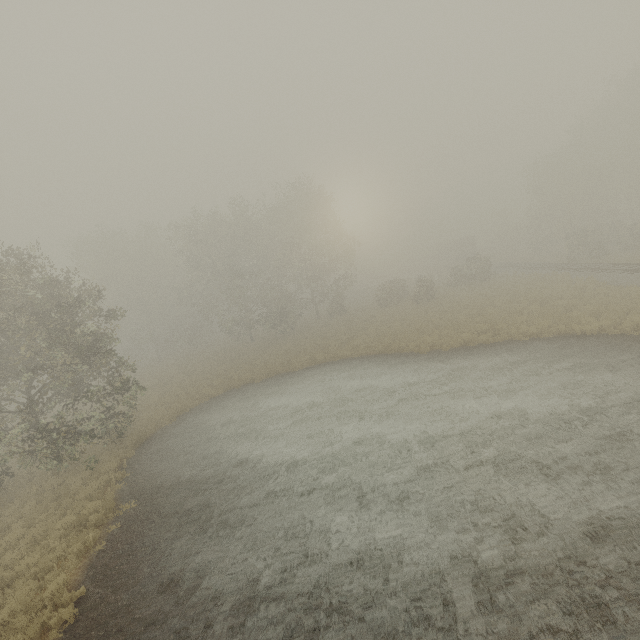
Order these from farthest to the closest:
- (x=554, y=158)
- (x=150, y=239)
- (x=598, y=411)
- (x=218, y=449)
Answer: (x=150, y=239), (x=554, y=158), (x=218, y=449), (x=598, y=411)

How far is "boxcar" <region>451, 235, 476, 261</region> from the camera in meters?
57.3

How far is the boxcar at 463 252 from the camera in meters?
57.3 m
